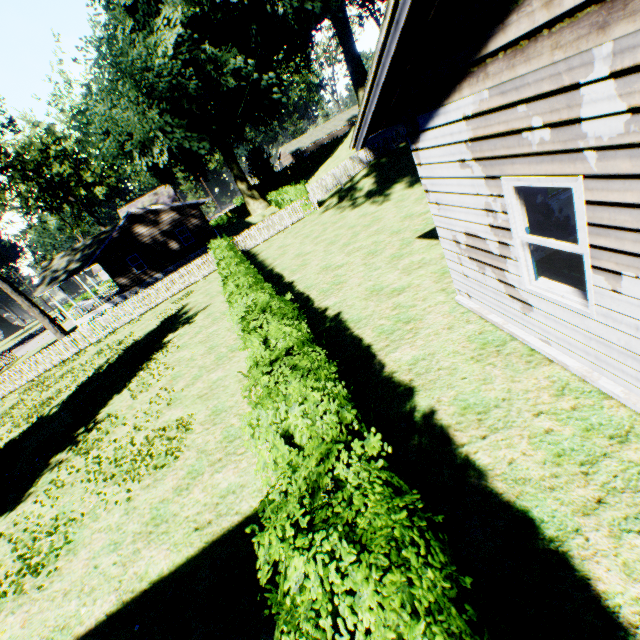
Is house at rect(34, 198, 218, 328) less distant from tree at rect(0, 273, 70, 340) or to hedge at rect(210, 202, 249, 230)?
hedge at rect(210, 202, 249, 230)

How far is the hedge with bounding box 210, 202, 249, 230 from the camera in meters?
53.2

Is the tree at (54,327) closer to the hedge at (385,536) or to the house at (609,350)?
the hedge at (385,536)

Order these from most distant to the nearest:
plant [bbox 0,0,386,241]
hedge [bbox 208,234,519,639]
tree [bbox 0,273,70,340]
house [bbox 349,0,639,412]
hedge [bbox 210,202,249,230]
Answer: hedge [bbox 210,202,249,230]
plant [bbox 0,0,386,241]
tree [bbox 0,273,70,340]
house [bbox 349,0,639,412]
hedge [bbox 208,234,519,639]

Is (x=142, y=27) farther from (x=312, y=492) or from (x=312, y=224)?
(x=312, y=492)

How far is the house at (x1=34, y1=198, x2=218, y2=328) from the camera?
28.3 meters

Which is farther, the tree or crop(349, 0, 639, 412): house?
the tree

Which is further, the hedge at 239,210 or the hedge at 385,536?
the hedge at 239,210
